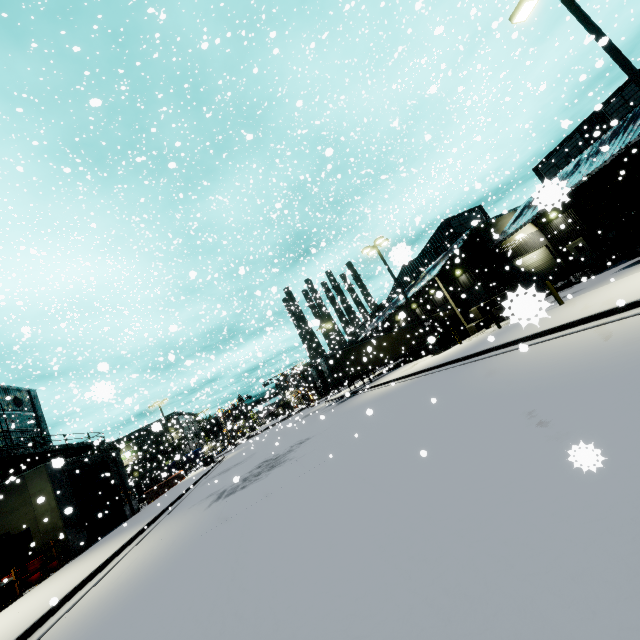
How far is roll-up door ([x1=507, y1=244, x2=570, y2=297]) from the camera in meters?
27.1

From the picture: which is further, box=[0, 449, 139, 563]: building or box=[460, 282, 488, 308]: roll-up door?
box=[460, 282, 488, 308]: roll-up door

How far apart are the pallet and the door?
5.0 meters

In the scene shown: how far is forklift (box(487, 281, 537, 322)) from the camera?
0.91m

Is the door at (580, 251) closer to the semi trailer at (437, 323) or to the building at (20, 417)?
the building at (20, 417)

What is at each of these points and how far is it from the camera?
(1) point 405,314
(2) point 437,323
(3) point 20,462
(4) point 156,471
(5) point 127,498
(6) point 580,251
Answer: (1) building, 4.3m
(2) semi trailer, 33.7m
(3) balcony, 26.0m
(4) semi trailer, 54.5m
(5) building, 23.4m
(6) door, 26.9m

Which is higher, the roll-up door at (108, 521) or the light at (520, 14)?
the light at (520, 14)

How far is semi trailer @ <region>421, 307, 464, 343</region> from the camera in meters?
33.3 m
